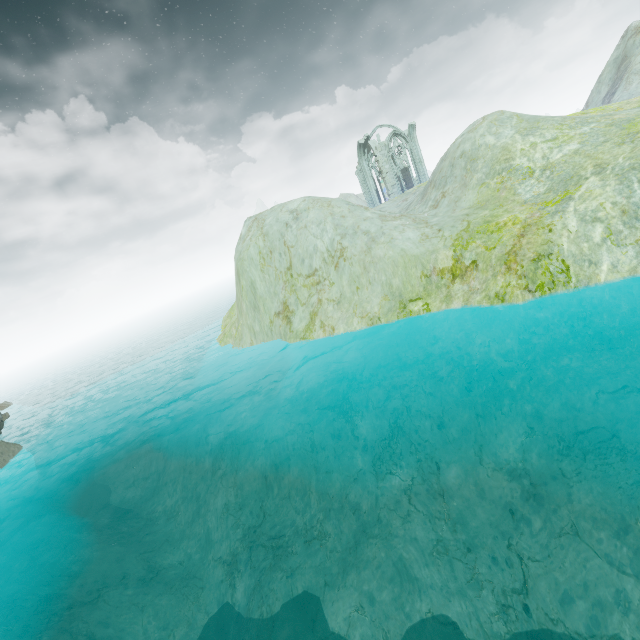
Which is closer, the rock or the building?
the rock

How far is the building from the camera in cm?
4281

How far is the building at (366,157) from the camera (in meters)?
42.81

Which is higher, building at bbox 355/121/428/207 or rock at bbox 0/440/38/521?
building at bbox 355/121/428/207

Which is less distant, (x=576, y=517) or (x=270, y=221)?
(x=576, y=517)

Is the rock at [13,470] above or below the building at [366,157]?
below
